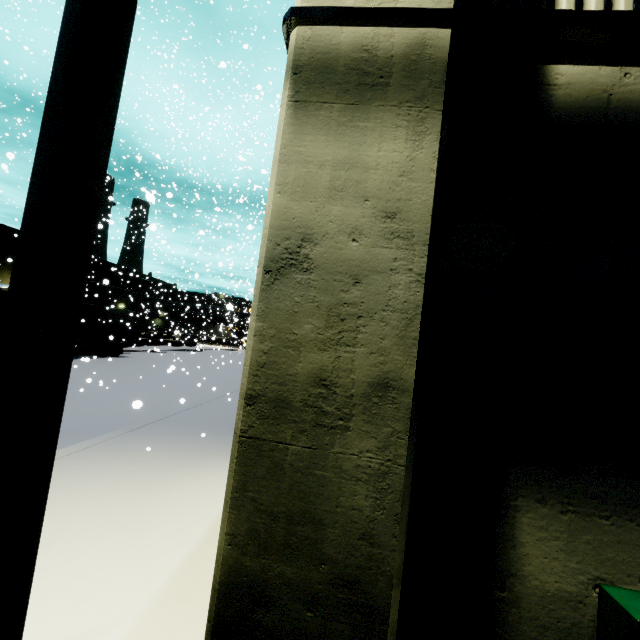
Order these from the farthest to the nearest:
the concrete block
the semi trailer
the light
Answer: the concrete block < the semi trailer < the light

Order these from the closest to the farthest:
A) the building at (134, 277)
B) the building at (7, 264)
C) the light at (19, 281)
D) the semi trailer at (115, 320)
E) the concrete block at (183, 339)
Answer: the light at (19, 281) < the semi trailer at (115, 320) < the building at (7, 264) < the building at (134, 277) < the concrete block at (183, 339)

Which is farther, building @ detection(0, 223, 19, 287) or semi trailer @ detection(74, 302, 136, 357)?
building @ detection(0, 223, 19, 287)

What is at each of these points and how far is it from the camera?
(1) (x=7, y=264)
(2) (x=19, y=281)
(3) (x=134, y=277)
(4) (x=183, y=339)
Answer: (1) building, 32.81m
(2) light, 1.26m
(3) building, 51.25m
(4) concrete block, 48.25m

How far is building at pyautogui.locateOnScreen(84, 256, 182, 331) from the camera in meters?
33.9

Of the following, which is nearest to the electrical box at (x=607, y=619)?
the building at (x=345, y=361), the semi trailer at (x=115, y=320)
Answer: the building at (x=345, y=361)

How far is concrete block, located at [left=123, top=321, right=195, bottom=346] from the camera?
35.0 meters

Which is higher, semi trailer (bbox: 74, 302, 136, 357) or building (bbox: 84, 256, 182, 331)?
building (bbox: 84, 256, 182, 331)
